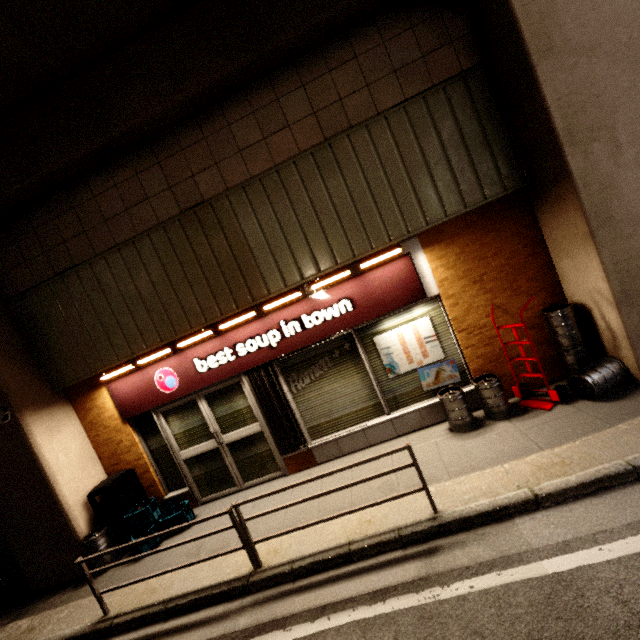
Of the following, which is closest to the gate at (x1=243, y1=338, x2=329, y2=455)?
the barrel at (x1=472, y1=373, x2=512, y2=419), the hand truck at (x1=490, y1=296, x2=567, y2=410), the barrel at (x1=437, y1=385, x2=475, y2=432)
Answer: the barrel at (x1=437, y1=385, x2=475, y2=432)

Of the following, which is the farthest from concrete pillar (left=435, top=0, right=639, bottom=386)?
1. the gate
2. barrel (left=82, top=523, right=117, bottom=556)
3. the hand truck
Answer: the gate

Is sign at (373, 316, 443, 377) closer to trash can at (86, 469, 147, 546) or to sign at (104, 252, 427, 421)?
sign at (104, 252, 427, 421)

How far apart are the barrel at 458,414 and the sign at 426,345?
0.25m

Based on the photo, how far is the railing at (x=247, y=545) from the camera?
3.61m

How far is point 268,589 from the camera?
3.6m

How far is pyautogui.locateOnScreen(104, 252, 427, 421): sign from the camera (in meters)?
5.12

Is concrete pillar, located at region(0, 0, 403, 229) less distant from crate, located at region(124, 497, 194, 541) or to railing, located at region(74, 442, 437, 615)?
crate, located at region(124, 497, 194, 541)
